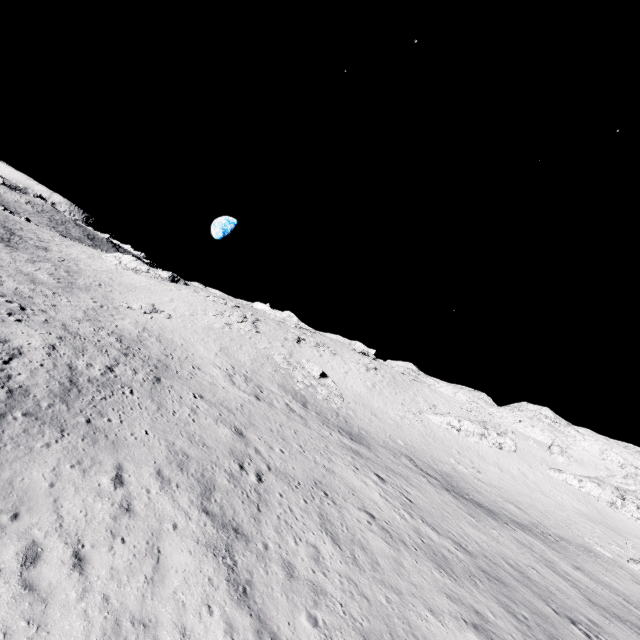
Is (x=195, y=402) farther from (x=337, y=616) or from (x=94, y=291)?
(x=94, y=291)

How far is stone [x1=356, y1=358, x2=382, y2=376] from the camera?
50.94m

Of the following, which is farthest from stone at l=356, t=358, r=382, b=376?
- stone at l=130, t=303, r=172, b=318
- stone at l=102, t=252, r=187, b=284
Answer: stone at l=102, t=252, r=187, b=284

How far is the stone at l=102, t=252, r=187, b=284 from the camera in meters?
54.0 m

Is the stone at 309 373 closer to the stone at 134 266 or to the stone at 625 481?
the stone at 134 266

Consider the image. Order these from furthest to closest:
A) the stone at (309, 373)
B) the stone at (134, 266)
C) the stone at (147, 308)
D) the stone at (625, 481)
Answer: the stone at (134, 266) < the stone at (625, 481) < the stone at (309, 373) < the stone at (147, 308)

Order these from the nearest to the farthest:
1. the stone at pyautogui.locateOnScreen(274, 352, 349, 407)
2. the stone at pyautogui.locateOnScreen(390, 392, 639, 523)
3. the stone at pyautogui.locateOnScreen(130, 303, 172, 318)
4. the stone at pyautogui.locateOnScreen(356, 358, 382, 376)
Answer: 1. the stone at pyautogui.locateOnScreen(130, 303, 172, 318)
2. the stone at pyautogui.locateOnScreen(274, 352, 349, 407)
3. the stone at pyautogui.locateOnScreen(390, 392, 639, 523)
4. the stone at pyautogui.locateOnScreen(356, 358, 382, 376)

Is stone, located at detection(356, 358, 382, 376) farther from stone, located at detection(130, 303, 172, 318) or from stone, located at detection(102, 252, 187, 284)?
stone, located at detection(102, 252, 187, 284)
